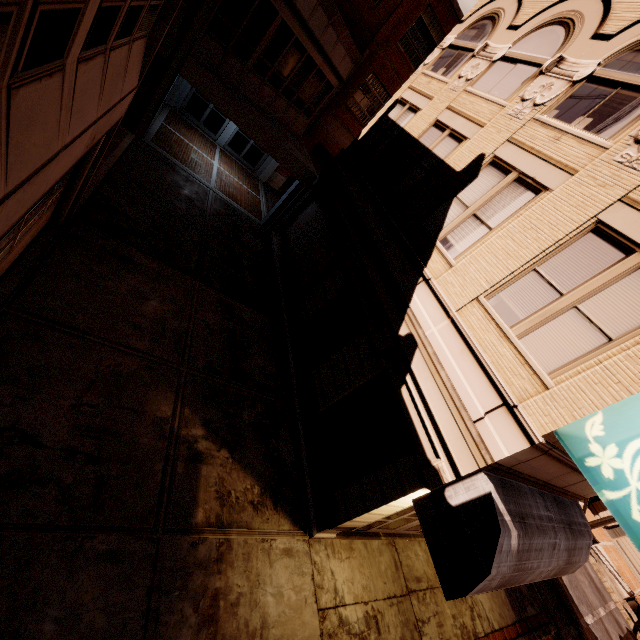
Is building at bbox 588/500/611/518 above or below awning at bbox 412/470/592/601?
below

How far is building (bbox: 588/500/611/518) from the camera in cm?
3312

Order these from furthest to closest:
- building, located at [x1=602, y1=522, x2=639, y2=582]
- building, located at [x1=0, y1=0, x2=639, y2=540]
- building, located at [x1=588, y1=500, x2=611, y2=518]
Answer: building, located at [x1=588, y1=500, x2=611, y2=518]
building, located at [x1=602, y1=522, x2=639, y2=582]
building, located at [x1=0, y1=0, x2=639, y2=540]

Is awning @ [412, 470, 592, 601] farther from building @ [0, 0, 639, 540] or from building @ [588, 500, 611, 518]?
building @ [588, 500, 611, 518]

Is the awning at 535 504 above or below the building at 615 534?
above

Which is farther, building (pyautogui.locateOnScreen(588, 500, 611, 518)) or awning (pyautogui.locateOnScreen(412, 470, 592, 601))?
building (pyautogui.locateOnScreen(588, 500, 611, 518))

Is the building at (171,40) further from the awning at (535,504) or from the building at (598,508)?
the building at (598,508)

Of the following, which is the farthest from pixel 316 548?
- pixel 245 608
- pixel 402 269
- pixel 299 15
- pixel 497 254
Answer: pixel 299 15
